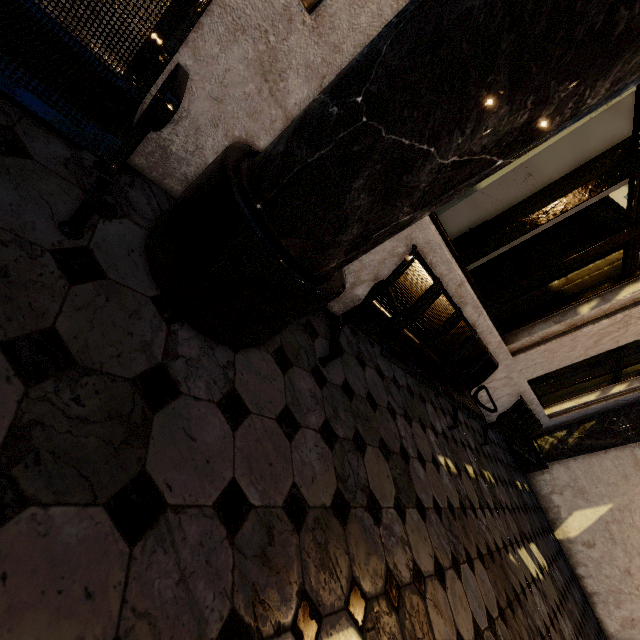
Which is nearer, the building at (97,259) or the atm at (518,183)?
the building at (97,259)

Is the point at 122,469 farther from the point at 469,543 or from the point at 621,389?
the point at 621,389

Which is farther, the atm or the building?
the atm
